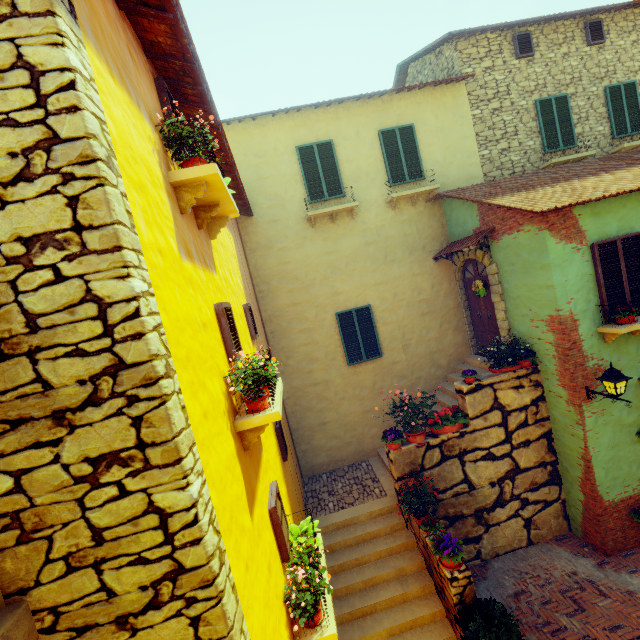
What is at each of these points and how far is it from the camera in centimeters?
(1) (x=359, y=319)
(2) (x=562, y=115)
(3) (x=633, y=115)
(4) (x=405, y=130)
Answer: (1) window, 977cm
(2) window, 1012cm
(3) window, 1041cm
(4) window, 962cm

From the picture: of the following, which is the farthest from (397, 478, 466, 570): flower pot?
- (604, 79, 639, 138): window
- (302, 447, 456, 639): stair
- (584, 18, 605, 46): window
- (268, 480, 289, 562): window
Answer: (584, 18, 605, 46): window

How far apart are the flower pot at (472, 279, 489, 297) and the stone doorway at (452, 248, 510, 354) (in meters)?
0.40

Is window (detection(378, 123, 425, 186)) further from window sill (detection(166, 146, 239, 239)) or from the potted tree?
the potted tree

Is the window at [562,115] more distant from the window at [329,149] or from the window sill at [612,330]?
the window at [329,149]

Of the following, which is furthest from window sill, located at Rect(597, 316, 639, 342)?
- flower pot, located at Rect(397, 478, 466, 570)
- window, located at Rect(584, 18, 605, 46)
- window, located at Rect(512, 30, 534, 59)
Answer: window, located at Rect(584, 18, 605, 46)

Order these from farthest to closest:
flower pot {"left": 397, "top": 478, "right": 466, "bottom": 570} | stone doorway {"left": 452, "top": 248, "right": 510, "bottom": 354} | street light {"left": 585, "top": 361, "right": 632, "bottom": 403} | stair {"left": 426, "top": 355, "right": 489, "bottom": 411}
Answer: stair {"left": 426, "top": 355, "right": 489, "bottom": 411} < stone doorway {"left": 452, "top": 248, "right": 510, "bottom": 354} < street light {"left": 585, "top": 361, "right": 632, "bottom": 403} < flower pot {"left": 397, "top": 478, "right": 466, "bottom": 570}

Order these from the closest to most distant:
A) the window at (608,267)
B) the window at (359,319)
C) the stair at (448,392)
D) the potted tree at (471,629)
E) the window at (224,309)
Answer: the window at (224,309) → the potted tree at (471,629) → the window at (608,267) → the stair at (448,392) → the window at (359,319)
